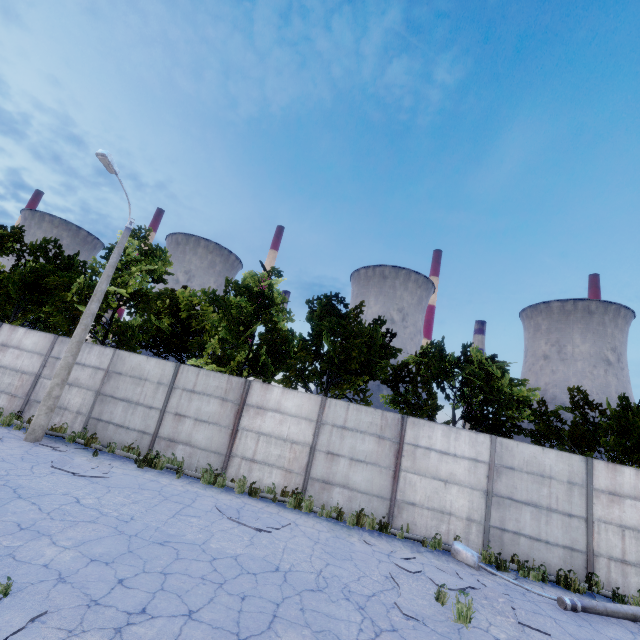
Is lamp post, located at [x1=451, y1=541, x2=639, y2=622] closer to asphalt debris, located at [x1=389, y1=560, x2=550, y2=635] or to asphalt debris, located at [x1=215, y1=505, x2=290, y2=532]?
asphalt debris, located at [x1=389, y1=560, x2=550, y2=635]

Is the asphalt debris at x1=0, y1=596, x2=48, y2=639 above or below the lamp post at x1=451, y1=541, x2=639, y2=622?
below

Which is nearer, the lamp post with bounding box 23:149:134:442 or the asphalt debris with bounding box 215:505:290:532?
the asphalt debris with bounding box 215:505:290:532

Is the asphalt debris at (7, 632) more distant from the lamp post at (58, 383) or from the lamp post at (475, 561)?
the lamp post at (475, 561)

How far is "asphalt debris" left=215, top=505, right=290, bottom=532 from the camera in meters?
8.2 m

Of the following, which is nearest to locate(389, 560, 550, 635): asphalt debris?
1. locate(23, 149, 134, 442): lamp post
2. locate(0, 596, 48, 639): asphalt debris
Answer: locate(0, 596, 48, 639): asphalt debris

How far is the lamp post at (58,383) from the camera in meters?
11.1

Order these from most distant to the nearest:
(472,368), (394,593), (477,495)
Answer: (472,368)
(477,495)
(394,593)
